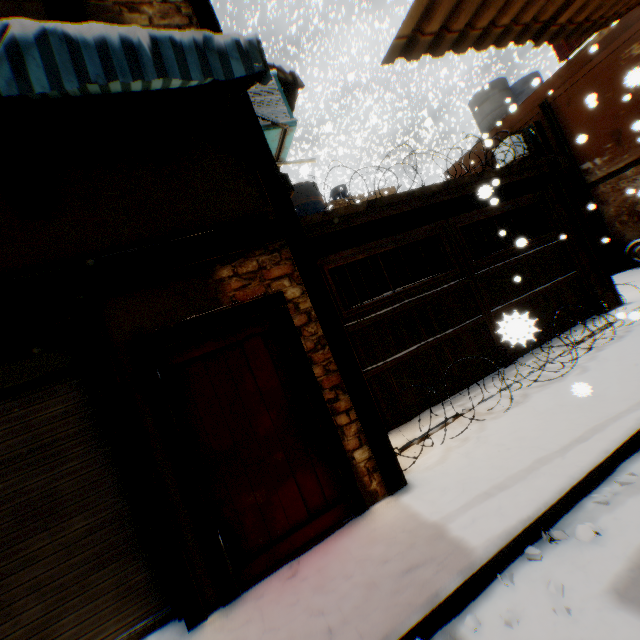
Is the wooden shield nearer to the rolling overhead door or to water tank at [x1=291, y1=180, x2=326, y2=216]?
water tank at [x1=291, y1=180, x2=326, y2=216]

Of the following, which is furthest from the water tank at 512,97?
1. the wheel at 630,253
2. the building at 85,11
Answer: the wheel at 630,253

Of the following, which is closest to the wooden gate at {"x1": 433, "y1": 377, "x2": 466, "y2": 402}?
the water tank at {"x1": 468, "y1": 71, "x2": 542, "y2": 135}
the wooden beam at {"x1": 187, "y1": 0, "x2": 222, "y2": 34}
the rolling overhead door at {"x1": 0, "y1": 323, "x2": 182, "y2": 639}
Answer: the wooden beam at {"x1": 187, "y1": 0, "x2": 222, "y2": 34}

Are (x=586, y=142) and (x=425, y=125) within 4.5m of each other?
no

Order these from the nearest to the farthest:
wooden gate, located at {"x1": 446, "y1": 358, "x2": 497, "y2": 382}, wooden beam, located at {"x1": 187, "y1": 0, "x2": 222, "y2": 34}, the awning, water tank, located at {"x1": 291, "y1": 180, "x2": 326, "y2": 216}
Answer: the awning
wooden beam, located at {"x1": 187, "y1": 0, "x2": 222, "y2": 34}
wooden gate, located at {"x1": 446, "y1": 358, "x2": 497, "y2": 382}
water tank, located at {"x1": 291, "y1": 180, "x2": 326, "y2": 216}

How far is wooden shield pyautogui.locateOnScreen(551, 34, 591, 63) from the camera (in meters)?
10.20

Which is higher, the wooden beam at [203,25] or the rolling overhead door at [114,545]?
the wooden beam at [203,25]

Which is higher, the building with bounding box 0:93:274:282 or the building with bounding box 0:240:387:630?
the building with bounding box 0:93:274:282
